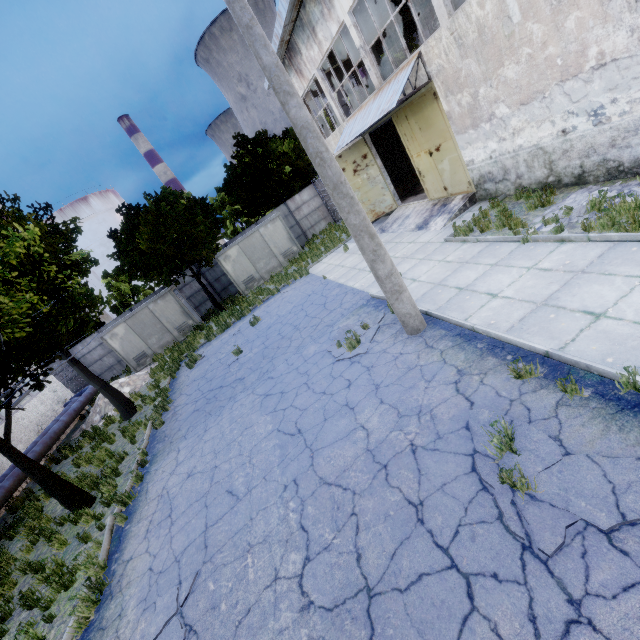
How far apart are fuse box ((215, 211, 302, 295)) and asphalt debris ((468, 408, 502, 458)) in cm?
1979

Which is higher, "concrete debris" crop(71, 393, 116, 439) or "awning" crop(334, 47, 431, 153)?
"awning" crop(334, 47, 431, 153)

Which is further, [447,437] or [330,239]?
[330,239]

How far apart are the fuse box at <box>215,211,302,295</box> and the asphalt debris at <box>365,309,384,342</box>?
14.55m

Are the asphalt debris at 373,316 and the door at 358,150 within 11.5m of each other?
yes

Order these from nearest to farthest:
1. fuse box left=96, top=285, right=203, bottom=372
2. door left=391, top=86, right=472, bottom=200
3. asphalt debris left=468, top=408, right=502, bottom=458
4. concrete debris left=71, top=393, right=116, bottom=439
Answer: asphalt debris left=468, top=408, right=502, bottom=458, door left=391, top=86, right=472, bottom=200, concrete debris left=71, top=393, right=116, bottom=439, fuse box left=96, top=285, right=203, bottom=372

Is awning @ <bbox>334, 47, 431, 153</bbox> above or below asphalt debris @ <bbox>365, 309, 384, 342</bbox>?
above

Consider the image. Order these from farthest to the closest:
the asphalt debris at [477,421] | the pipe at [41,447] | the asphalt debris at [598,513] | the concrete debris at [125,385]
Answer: the concrete debris at [125,385] → the pipe at [41,447] → the asphalt debris at [477,421] → the asphalt debris at [598,513]
